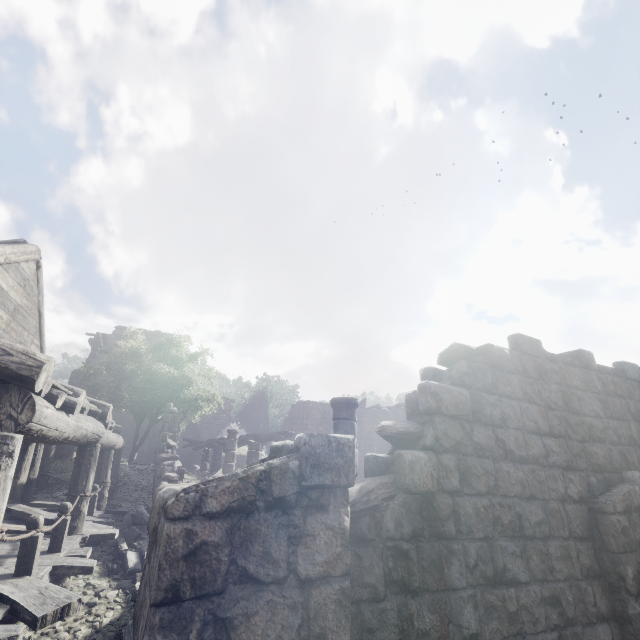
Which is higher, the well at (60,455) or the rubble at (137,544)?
the well at (60,455)

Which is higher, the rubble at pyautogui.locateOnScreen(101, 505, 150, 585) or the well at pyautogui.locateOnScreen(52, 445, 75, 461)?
the well at pyautogui.locateOnScreen(52, 445, 75, 461)

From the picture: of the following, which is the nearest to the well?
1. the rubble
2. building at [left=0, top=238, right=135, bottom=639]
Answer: building at [left=0, top=238, right=135, bottom=639]

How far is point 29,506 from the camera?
9.6m

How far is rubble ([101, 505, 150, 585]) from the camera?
7.29m

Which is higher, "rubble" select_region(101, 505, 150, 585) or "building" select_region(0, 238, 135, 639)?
"building" select_region(0, 238, 135, 639)

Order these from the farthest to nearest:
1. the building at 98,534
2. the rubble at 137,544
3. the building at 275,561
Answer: the rubble at 137,544 → the building at 98,534 → the building at 275,561
